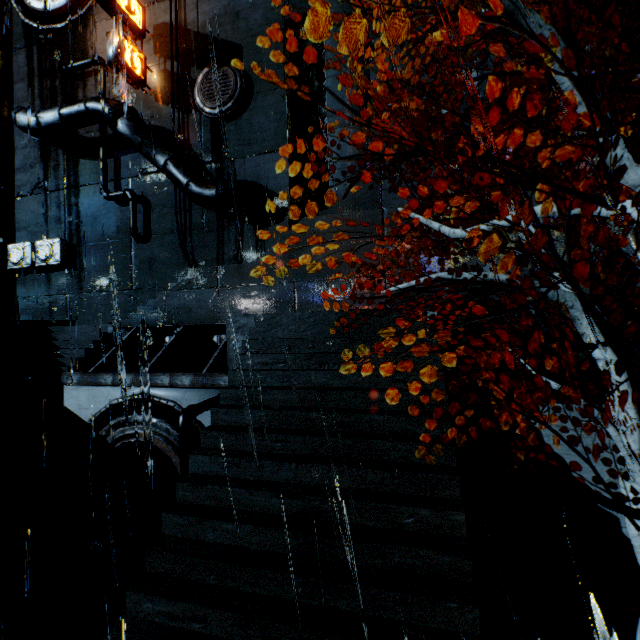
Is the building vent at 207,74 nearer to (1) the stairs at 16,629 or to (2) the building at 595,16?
(2) the building at 595,16

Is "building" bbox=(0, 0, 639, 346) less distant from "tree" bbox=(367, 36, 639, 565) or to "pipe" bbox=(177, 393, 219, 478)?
"tree" bbox=(367, 36, 639, 565)

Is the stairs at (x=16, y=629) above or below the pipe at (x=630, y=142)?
below

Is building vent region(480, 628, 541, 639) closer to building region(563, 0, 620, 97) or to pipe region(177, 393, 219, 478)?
pipe region(177, 393, 219, 478)

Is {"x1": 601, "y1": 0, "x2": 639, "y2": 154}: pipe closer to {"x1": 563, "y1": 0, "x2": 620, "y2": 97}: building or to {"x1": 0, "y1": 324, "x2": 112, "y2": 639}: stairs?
{"x1": 563, "y1": 0, "x2": 620, "y2": 97}: building

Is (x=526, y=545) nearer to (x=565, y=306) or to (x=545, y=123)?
(x=565, y=306)

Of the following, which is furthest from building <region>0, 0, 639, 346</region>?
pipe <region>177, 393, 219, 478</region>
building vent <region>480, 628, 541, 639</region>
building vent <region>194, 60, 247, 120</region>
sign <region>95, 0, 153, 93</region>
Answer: building vent <region>480, 628, 541, 639</region>

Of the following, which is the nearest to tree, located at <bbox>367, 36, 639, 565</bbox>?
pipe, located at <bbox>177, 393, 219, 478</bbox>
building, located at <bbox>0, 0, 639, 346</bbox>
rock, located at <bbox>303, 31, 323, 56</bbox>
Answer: building, located at <bbox>0, 0, 639, 346</bbox>
